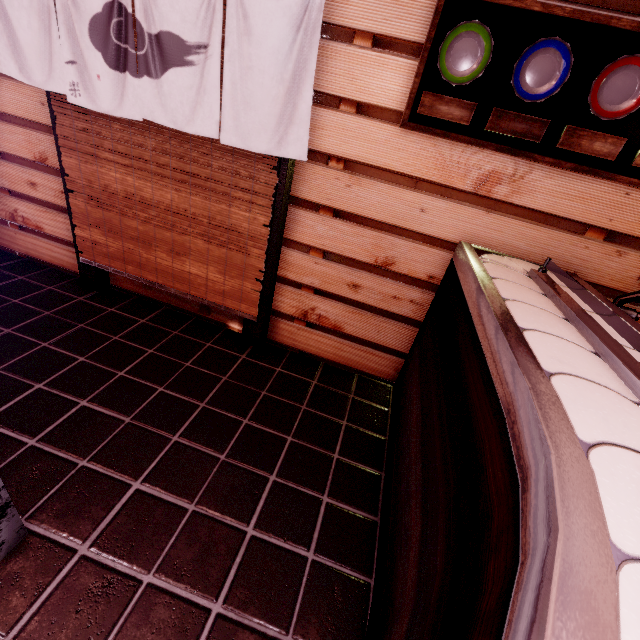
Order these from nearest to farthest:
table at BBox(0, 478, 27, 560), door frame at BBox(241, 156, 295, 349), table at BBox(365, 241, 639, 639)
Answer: table at BBox(365, 241, 639, 639) < table at BBox(0, 478, 27, 560) < door frame at BBox(241, 156, 295, 349)

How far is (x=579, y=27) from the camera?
2.9m

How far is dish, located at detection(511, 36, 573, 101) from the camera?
3.0 meters

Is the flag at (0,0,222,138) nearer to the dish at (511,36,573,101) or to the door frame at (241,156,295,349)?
the door frame at (241,156,295,349)

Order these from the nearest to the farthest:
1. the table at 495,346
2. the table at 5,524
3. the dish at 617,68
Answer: the table at 495,346, the table at 5,524, the dish at 617,68

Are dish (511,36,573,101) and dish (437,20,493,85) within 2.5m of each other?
yes

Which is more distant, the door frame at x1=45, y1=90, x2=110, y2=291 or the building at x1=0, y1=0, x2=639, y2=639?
the door frame at x1=45, y1=90, x2=110, y2=291

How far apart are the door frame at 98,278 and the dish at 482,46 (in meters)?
Answer: 4.77
